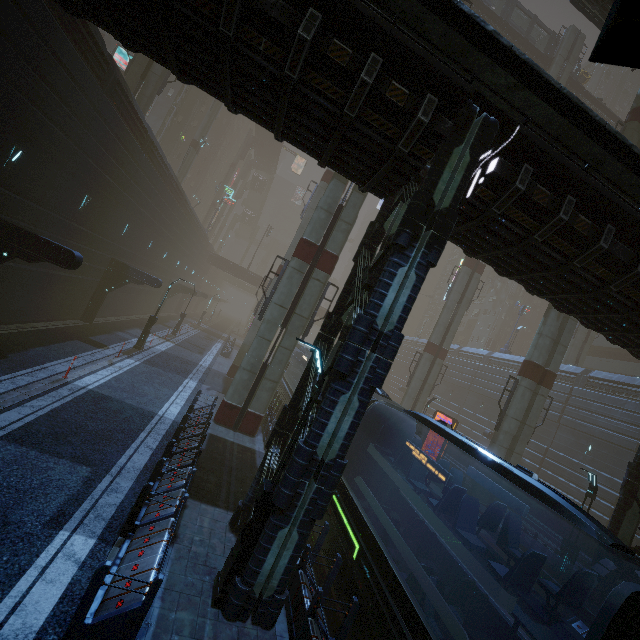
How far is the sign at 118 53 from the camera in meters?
31.9 m

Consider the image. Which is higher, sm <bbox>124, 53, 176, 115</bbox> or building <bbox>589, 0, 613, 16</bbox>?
building <bbox>589, 0, 613, 16</bbox>

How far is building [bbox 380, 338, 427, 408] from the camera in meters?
54.4

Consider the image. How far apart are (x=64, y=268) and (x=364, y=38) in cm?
1215

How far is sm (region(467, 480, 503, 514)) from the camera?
18.9m

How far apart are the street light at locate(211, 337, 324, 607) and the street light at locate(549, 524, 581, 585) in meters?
14.5 m

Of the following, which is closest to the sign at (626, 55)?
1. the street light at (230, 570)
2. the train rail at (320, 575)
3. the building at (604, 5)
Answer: the train rail at (320, 575)

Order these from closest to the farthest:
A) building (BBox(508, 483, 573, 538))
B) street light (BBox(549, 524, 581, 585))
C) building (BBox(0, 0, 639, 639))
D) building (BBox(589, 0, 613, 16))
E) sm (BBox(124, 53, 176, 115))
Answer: building (BBox(0, 0, 639, 639)), street light (BBox(549, 524, 581, 585)), building (BBox(589, 0, 613, 16)), sm (BBox(124, 53, 176, 115)), building (BBox(508, 483, 573, 538))
